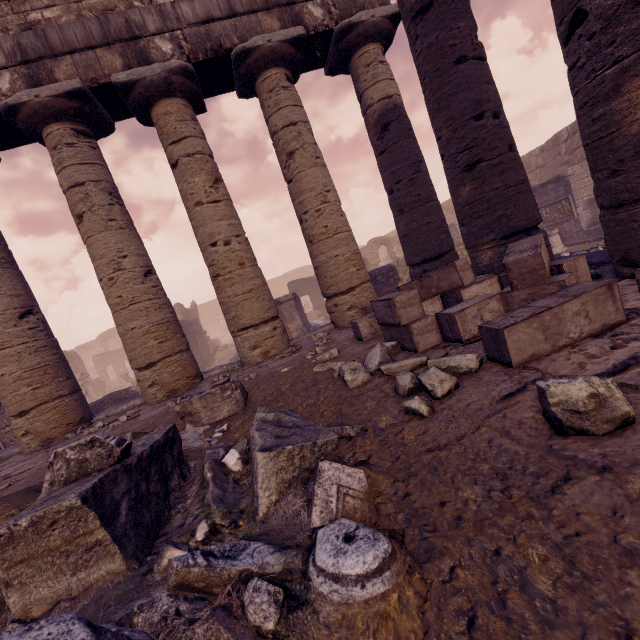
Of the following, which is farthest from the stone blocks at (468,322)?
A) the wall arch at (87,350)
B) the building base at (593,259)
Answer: the wall arch at (87,350)

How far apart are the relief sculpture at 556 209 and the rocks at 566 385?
14.21m

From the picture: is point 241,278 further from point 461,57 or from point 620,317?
point 620,317

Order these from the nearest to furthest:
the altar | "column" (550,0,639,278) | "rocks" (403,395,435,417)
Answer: "rocks" (403,395,435,417) → "column" (550,0,639,278) → the altar

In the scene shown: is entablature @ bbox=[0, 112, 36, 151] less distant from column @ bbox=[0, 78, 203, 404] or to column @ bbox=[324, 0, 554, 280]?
column @ bbox=[0, 78, 203, 404]

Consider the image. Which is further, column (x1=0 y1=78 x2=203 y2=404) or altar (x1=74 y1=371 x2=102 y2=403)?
altar (x1=74 y1=371 x2=102 y2=403)

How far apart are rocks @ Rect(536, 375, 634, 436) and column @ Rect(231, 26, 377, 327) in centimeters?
493cm

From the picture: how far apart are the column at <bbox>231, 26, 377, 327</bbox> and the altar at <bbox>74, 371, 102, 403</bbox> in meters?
19.6
